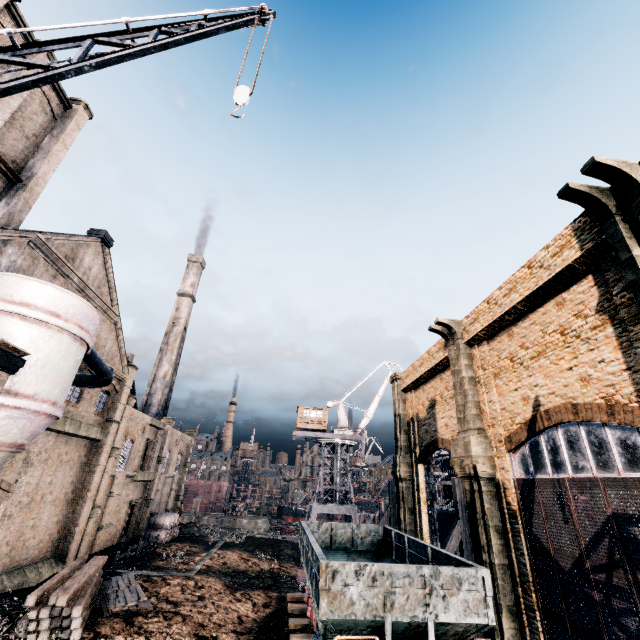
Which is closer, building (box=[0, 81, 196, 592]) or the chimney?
building (box=[0, 81, 196, 592])

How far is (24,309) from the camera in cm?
1302

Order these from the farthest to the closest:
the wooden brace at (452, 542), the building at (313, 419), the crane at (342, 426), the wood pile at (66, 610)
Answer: the building at (313, 419), the crane at (342, 426), the wooden brace at (452, 542), the wood pile at (66, 610)

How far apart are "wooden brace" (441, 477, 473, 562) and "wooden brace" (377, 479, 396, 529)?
11.68m

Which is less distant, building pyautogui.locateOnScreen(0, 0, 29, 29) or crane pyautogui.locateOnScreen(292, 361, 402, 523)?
building pyautogui.locateOnScreen(0, 0, 29, 29)

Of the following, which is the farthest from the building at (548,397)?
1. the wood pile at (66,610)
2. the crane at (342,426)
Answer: the crane at (342,426)

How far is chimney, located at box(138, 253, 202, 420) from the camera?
47.7 meters

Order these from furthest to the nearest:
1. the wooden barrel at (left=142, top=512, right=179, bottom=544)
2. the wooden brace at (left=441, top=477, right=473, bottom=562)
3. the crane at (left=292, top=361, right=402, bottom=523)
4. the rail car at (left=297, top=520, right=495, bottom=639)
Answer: the crane at (left=292, top=361, right=402, bottom=523), the wooden barrel at (left=142, top=512, right=179, bottom=544), the wooden brace at (left=441, top=477, right=473, bottom=562), the rail car at (left=297, top=520, right=495, bottom=639)
